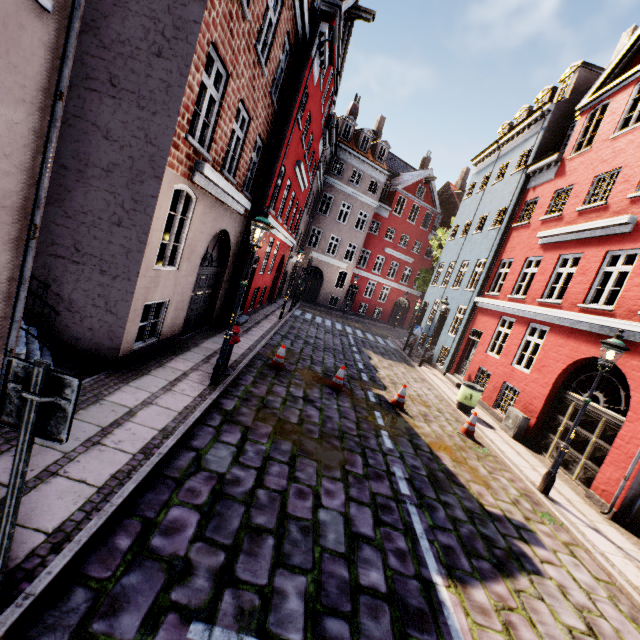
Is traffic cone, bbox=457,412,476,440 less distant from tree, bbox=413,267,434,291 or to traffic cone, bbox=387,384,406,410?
traffic cone, bbox=387,384,406,410

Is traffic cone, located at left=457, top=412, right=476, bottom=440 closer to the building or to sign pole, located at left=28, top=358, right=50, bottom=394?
the building

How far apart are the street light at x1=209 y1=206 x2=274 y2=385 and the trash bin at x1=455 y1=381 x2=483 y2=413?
8.7 meters

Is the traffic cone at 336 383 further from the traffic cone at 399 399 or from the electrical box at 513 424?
the electrical box at 513 424

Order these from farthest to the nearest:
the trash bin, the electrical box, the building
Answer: the trash bin < the electrical box < the building

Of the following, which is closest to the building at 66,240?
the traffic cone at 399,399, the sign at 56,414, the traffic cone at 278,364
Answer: the sign at 56,414

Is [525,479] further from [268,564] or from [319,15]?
[319,15]

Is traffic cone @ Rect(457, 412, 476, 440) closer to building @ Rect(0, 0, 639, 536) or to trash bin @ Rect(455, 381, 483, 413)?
trash bin @ Rect(455, 381, 483, 413)
